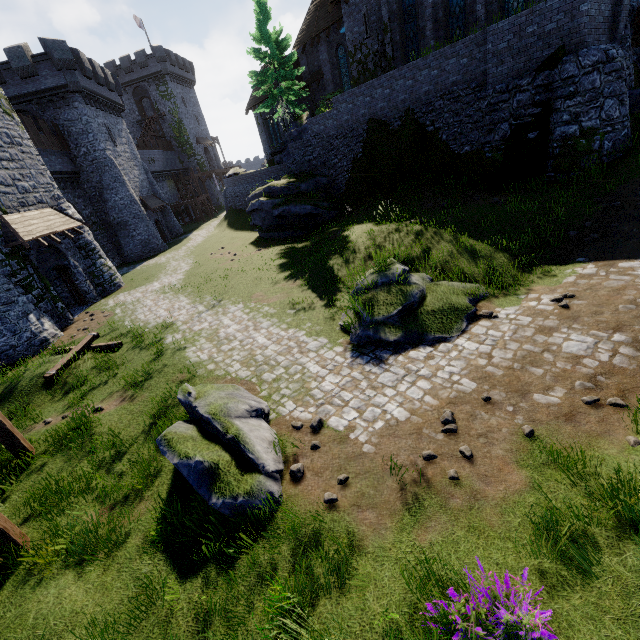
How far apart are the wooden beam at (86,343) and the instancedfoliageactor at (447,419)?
12.3m

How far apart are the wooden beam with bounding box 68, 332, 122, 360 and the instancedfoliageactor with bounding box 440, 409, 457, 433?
12.3m

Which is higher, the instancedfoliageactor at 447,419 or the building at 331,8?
the building at 331,8

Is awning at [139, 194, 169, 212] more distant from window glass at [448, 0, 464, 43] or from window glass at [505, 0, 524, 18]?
window glass at [505, 0, 524, 18]

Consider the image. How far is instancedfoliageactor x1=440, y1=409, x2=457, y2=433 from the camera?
5.8m

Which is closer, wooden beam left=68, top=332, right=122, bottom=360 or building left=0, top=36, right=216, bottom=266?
wooden beam left=68, top=332, right=122, bottom=360

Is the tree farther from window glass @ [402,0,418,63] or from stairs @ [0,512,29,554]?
stairs @ [0,512,29,554]

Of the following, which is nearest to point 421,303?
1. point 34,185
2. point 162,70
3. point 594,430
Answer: point 594,430
